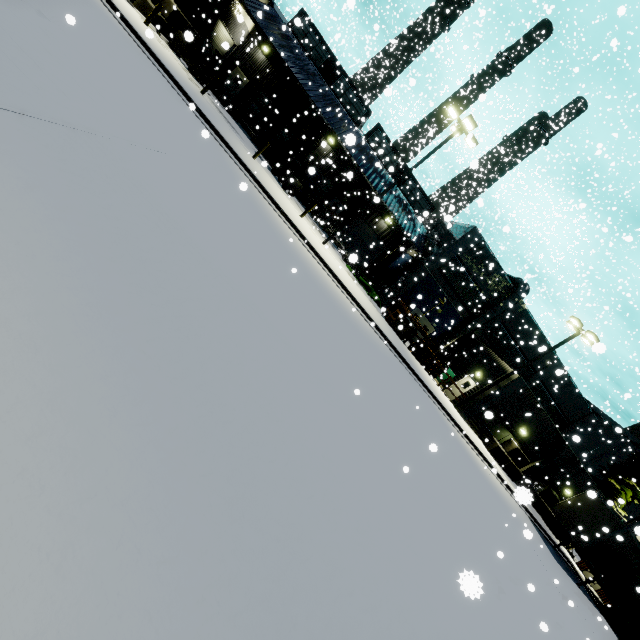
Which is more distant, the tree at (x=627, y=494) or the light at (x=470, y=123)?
the tree at (x=627, y=494)

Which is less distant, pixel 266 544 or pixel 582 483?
pixel 266 544

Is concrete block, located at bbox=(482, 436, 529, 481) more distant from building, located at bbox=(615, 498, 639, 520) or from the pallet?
the pallet

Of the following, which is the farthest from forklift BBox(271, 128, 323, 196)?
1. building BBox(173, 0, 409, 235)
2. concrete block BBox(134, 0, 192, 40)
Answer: concrete block BBox(134, 0, 192, 40)

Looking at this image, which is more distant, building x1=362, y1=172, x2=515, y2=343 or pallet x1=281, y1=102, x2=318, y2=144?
building x1=362, y1=172, x2=515, y2=343

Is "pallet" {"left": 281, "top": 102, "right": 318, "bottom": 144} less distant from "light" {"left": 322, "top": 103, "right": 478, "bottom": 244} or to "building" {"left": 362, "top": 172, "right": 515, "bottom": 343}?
"building" {"left": 362, "top": 172, "right": 515, "bottom": 343}

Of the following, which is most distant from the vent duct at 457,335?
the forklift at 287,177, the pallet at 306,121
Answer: the forklift at 287,177

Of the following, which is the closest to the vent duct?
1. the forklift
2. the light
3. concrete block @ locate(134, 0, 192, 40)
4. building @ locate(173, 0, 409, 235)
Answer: building @ locate(173, 0, 409, 235)
